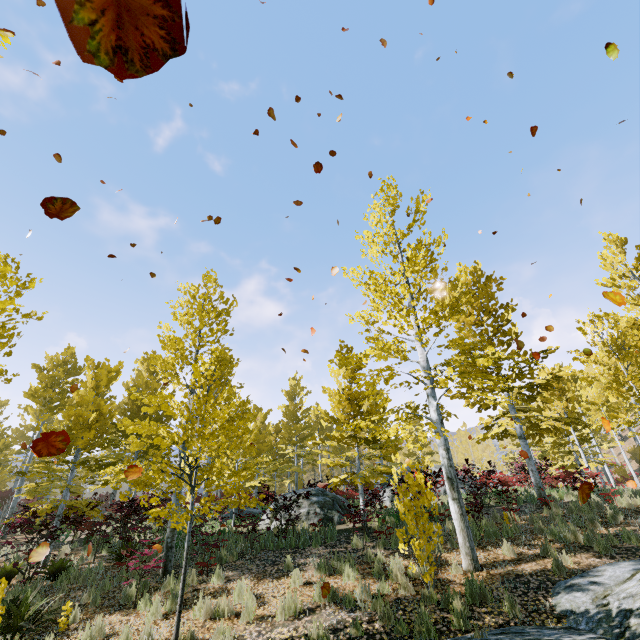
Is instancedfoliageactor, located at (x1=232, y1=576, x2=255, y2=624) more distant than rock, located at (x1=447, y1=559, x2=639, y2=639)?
Yes

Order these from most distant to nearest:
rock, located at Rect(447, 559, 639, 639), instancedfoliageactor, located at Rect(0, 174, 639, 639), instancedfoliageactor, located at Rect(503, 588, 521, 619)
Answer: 1. instancedfoliageactor, located at Rect(0, 174, 639, 639)
2. instancedfoliageactor, located at Rect(503, 588, 521, 619)
3. rock, located at Rect(447, 559, 639, 639)

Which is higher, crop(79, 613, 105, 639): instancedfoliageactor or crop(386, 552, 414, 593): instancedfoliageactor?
crop(386, 552, 414, 593): instancedfoliageactor

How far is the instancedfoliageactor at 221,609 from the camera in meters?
6.3 m

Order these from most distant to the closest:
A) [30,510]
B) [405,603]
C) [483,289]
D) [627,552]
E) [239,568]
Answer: [483,289]
[30,510]
[239,568]
[627,552]
[405,603]

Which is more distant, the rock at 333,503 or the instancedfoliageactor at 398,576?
the rock at 333,503

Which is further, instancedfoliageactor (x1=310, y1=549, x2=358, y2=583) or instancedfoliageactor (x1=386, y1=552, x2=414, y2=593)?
instancedfoliageactor (x1=310, y1=549, x2=358, y2=583)
